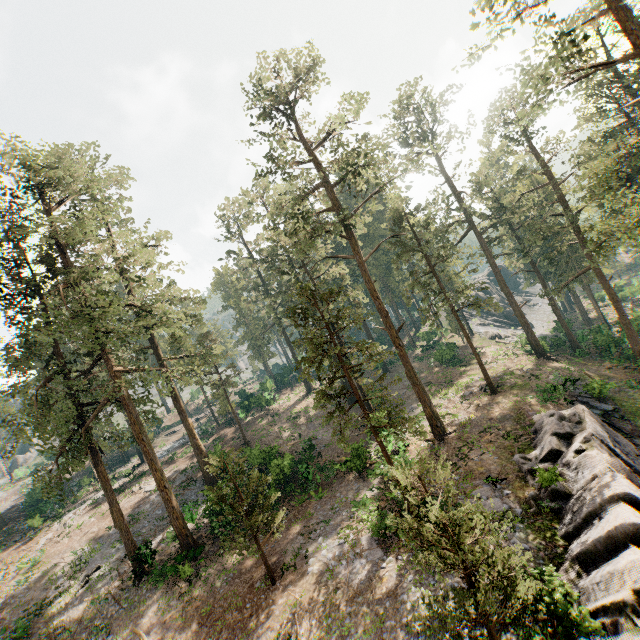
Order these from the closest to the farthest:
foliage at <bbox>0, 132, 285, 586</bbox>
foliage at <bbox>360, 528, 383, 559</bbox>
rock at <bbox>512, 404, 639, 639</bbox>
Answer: rock at <bbox>512, 404, 639, 639</bbox>, foliage at <bbox>360, 528, 383, 559</bbox>, foliage at <bbox>0, 132, 285, 586</bbox>

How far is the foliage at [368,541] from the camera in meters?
16.0

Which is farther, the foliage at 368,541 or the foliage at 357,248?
the foliage at 368,541

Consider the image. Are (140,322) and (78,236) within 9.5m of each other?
yes

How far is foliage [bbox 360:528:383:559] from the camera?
15.98m

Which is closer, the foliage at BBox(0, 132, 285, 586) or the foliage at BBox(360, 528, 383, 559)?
the foliage at BBox(360, 528, 383, 559)

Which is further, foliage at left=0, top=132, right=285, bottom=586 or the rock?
foliage at left=0, top=132, right=285, bottom=586
